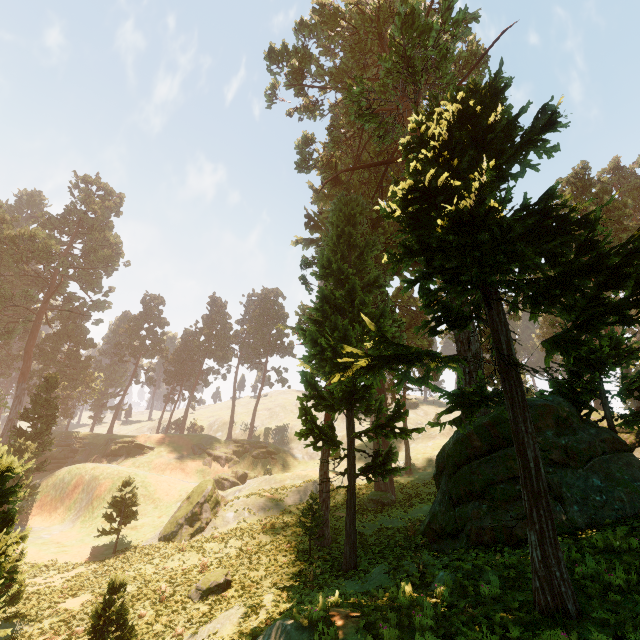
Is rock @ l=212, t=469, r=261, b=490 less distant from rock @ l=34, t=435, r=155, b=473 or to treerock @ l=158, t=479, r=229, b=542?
rock @ l=34, t=435, r=155, b=473

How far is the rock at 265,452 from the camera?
55.19m

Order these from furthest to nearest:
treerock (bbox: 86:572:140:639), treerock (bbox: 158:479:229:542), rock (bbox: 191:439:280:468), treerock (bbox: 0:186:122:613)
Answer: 1. rock (bbox: 191:439:280:468)
2. treerock (bbox: 158:479:229:542)
3. treerock (bbox: 86:572:140:639)
4. treerock (bbox: 0:186:122:613)

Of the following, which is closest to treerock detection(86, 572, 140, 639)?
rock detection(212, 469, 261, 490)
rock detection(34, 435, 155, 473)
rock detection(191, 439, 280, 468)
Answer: rock detection(34, 435, 155, 473)

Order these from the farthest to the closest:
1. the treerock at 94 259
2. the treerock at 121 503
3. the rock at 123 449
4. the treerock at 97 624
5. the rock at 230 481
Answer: the rock at 123 449 → the rock at 230 481 → the treerock at 121 503 → the treerock at 97 624 → the treerock at 94 259

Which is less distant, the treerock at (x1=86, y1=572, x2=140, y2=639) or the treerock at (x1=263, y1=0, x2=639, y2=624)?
the treerock at (x1=263, y1=0, x2=639, y2=624)

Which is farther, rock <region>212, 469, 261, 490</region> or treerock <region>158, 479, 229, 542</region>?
rock <region>212, 469, 261, 490</region>

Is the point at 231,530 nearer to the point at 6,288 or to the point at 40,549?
the point at 40,549
